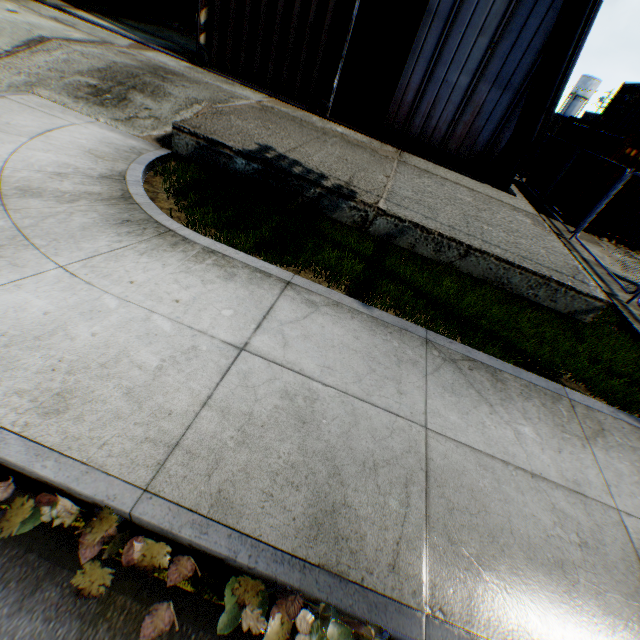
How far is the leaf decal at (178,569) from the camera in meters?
1.9

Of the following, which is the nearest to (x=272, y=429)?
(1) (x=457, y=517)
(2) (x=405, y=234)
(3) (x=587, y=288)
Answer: (1) (x=457, y=517)

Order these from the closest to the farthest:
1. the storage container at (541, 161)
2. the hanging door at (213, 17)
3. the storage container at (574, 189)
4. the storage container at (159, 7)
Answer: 1. the hanging door at (213, 17)
2. the storage container at (574, 189)
3. the storage container at (541, 161)
4. the storage container at (159, 7)

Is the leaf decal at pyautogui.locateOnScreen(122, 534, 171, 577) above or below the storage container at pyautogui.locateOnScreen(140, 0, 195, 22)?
below

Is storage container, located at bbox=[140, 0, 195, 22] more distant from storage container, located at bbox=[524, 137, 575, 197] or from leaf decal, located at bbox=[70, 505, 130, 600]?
storage container, located at bbox=[524, 137, 575, 197]

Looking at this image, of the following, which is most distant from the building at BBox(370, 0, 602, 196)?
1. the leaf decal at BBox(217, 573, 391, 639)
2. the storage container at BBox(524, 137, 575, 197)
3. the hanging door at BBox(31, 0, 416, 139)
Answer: the leaf decal at BBox(217, 573, 391, 639)

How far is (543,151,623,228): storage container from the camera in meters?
10.6 m

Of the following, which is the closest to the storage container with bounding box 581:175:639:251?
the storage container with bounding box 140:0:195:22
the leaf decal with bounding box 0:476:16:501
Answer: the leaf decal with bounding box 0:476:16:501
